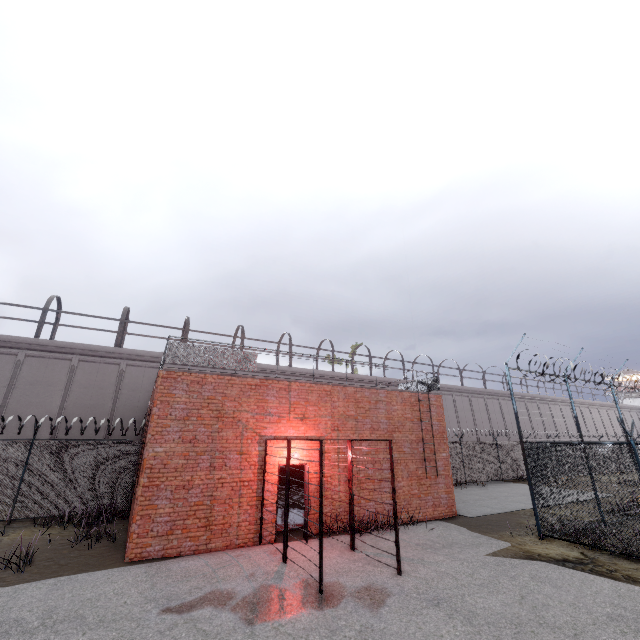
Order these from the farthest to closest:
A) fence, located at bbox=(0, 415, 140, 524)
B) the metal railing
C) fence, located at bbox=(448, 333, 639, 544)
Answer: fence, located at bbox=(0, 415, 140, 524)
the metal railing
fence, located at bbox=(448, 333, 639, 544)

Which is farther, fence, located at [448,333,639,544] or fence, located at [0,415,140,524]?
fence, located at [0,415,140,524]

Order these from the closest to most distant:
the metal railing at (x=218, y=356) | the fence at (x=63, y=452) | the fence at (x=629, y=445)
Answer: the fence at (x=629, y=445)
the metal railing at (x=218, y=356)
the fence at (x=63, y=452)

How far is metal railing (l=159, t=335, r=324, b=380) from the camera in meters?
10.2

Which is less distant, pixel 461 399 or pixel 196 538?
pixel 196 538

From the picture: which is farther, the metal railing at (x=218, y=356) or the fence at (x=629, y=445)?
the metal railing at (x=218, y=356)

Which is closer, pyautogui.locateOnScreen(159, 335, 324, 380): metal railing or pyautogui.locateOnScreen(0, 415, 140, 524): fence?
pyautogui.locateOnScreen(159, 335, 324, 380): metal railing
